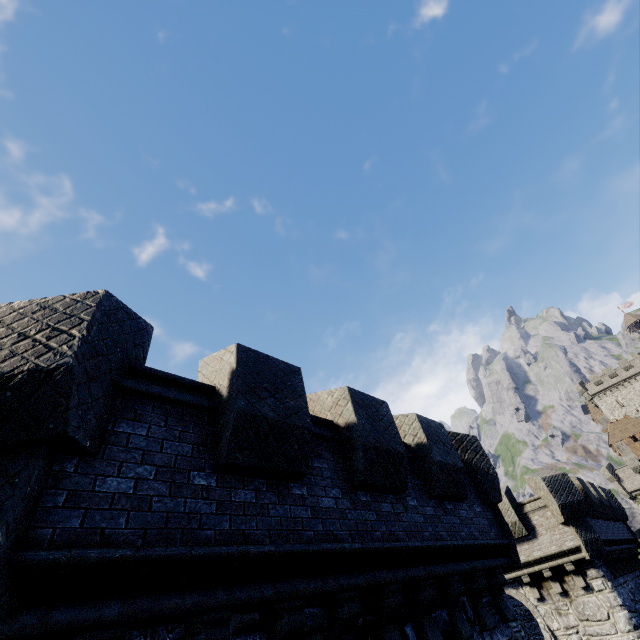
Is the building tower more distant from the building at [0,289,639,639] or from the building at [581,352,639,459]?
Result: the building at [0,289,639,639]

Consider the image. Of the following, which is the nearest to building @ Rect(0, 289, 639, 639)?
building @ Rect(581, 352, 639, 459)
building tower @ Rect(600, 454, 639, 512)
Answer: building tower @ Rect(600, 454, 639, 512)

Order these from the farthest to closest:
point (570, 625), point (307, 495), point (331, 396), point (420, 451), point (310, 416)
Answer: point (570, 625) → point (420, 451) → point (331, 396) → point (310, 416) → point (307, 495)

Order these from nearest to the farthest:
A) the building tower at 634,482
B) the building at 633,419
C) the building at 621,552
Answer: the building at 621,552 → the building tower at 634,482 → the building at 633,419

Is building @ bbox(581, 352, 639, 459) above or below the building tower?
above

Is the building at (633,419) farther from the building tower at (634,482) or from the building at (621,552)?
the building at (621,552)

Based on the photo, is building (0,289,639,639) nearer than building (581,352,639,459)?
Yes
